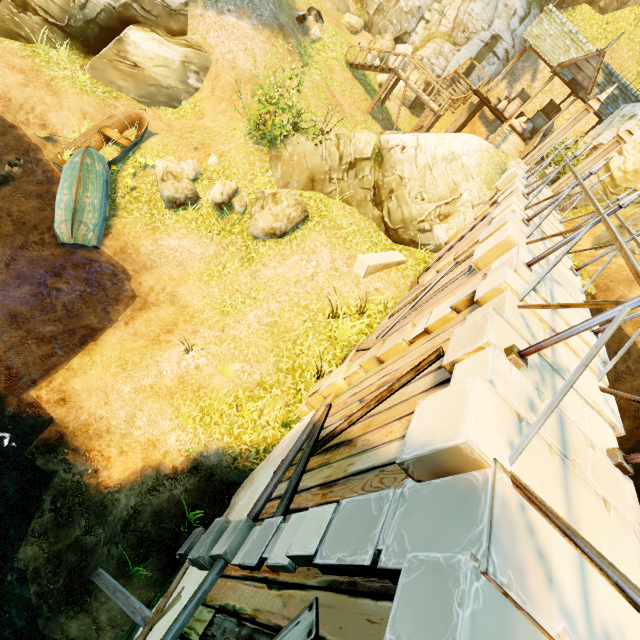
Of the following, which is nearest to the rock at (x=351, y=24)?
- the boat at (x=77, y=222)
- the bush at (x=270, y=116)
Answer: the bush at (x=270, y=116)

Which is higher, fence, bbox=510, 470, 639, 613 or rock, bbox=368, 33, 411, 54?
fence, bbox=510, 470, 639, 613

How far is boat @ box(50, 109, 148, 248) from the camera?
10.1 meters

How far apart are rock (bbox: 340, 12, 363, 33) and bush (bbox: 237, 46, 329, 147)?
14.31m

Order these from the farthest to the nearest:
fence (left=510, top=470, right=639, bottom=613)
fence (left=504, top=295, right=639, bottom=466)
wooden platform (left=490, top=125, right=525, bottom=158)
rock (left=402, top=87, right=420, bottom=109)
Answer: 1. rock (left=402, top=87, right=420, bottom=109)
2. wooden platform (left=490, top=125, right=525, bottom=158)
3. fence (left=504, top=295, right=639, bottom=466)
4. fence (left=510, top=470, right=639, bottom=613)

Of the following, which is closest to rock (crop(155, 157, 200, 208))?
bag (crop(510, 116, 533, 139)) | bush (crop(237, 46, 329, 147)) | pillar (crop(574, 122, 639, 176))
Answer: bush (crop(237, 46, 329, 147))

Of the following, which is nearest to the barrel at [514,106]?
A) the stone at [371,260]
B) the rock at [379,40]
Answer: the rock at [379,40]

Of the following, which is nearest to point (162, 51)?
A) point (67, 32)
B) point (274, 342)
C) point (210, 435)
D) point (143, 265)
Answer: point (67, 32)
